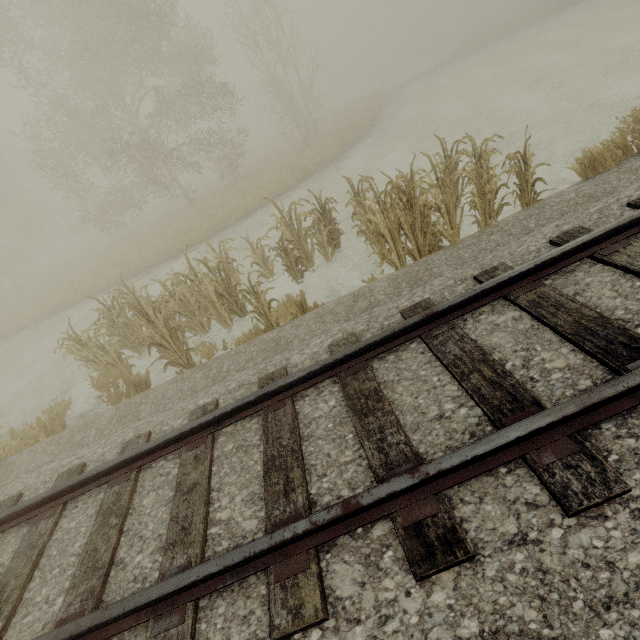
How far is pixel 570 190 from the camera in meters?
5.0

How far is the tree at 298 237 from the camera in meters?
7.2 m

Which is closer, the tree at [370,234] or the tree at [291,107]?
the tree at [370,234]

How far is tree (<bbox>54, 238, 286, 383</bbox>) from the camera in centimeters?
591cm

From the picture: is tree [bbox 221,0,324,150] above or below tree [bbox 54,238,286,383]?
above

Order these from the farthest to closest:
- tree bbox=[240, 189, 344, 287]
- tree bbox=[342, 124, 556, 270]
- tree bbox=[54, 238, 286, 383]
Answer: tree bbox=[240, 189, 344, 287]
tree bbox=[54, 238, 286, 383]
tree bbox=[342, 124, 556, 270]
